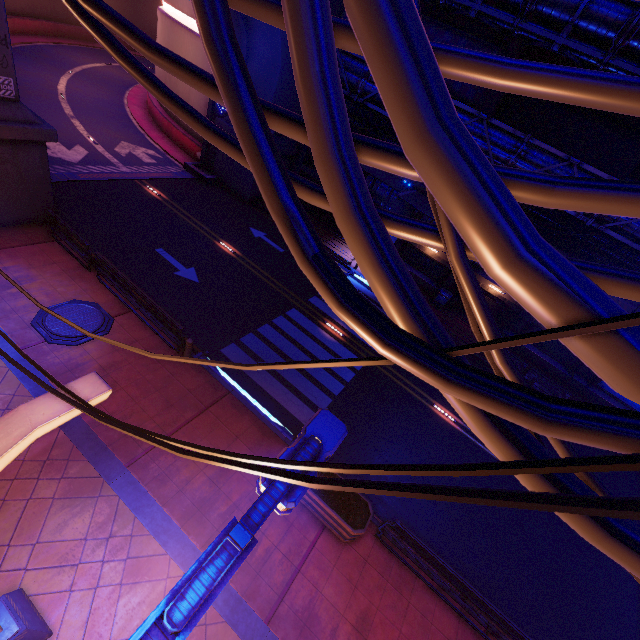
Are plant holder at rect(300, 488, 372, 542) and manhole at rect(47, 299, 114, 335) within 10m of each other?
yes

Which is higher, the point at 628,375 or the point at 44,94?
the point at 628,375

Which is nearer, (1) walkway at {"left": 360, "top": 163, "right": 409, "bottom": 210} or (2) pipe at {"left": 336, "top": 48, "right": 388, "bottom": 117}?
(2) pipe at {"left": 336, "top": 48, "right": 388, "bottom": 117}

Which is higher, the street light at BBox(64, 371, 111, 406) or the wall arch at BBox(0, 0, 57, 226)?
the street light at BBox(64, 371, 111, 406)

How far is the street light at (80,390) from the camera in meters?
3.3

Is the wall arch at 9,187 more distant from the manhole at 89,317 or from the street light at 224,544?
the street light at 224,544

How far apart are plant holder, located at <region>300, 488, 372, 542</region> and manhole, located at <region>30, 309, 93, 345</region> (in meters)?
7.96

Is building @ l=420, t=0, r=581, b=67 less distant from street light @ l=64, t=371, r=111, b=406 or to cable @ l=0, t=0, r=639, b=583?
cable @ l=0, t=0, r=639, b=583
